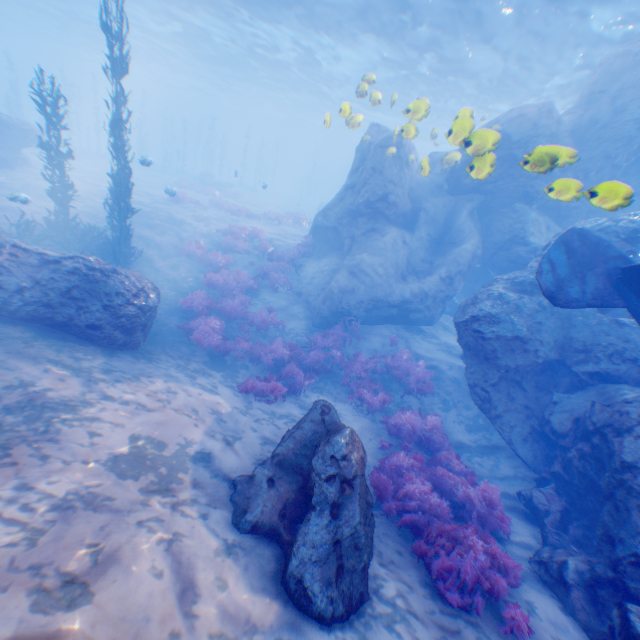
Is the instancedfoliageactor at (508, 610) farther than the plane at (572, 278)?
No

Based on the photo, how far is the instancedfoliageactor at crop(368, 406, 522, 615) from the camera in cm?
479

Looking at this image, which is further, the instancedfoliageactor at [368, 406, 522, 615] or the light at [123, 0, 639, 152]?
the light at [123, 0, 639, 152]

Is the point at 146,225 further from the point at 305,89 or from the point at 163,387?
the point at 305,89

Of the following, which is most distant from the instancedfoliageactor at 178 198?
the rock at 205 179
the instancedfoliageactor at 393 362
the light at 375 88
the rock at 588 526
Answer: the light at 375 88

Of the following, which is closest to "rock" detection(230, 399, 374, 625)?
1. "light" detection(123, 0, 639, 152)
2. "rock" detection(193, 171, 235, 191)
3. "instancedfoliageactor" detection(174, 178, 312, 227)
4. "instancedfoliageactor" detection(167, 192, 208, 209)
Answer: "light" detection(123, 0, 639, 152)

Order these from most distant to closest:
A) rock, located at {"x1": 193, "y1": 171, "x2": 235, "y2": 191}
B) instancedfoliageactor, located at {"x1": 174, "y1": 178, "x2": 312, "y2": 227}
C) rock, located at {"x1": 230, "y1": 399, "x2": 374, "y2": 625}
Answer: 1. rock, located at {"x1": 193, "y1": 171, "x2": 235, "y2": 191}
2. instancedfoliageactor, located at {"x1": 174, "y1": 178, "x2": 312, "y2": 227}
3. rock, located at {"x1": 230, "y1": 399, "x2": 374, "y2": 625}

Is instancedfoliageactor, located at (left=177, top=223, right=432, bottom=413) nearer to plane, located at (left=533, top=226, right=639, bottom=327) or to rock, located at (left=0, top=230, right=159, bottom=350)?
rock, located at (left=0, top=230, right=159, bottom=350)
